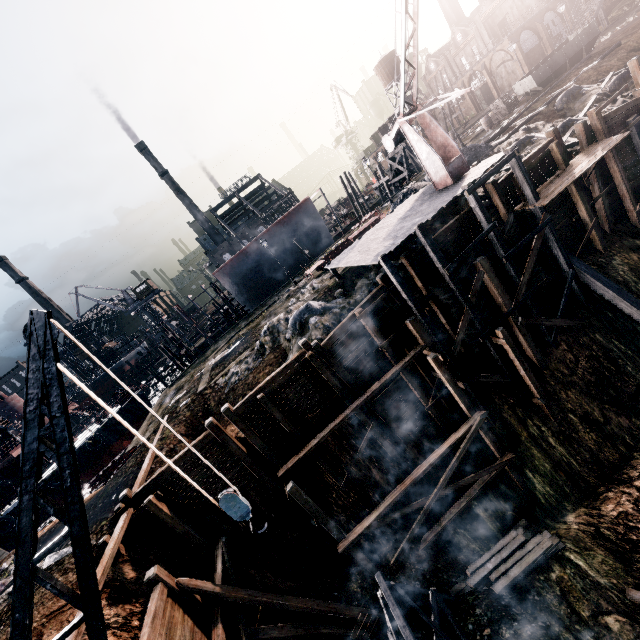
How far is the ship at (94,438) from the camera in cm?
3138

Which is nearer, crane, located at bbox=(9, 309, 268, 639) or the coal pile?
crane, located at bbox=(9, 309, 268, 639)

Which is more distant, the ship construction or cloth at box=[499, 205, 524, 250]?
the ship construction

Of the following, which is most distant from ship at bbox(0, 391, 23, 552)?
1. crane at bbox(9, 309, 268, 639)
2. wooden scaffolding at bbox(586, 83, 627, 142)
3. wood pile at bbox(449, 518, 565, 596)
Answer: wood pile at bbox(449, 518, 565, 596)

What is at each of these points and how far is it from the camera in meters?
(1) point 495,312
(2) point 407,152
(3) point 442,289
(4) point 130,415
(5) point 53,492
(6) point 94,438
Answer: (1) cloth, 16.6
(2) wooden support structure, 46.0
(3) cloth, 15.4
(4) ship, 34.5
(5) ship, 30.0
(6) ship, 31.9

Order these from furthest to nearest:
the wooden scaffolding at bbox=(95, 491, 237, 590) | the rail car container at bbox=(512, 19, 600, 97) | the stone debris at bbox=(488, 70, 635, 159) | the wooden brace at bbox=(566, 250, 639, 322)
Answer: the rail car container at bbox=(512, 19, 600, 97) < the stone debris at bbox=(488, 70, 635, 159) < the wooden brace at bbox=(566, 250, 639, 322) < the wooden scaffolding at bbox=(95, 491, 237, 590)

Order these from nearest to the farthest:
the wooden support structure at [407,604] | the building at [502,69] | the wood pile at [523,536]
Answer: the wooden support structure at [407,604], the wood pile at [523,536], the building at [502,69]

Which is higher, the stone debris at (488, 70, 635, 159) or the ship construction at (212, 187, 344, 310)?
the ship construction at (212, 187, 344, 310)
